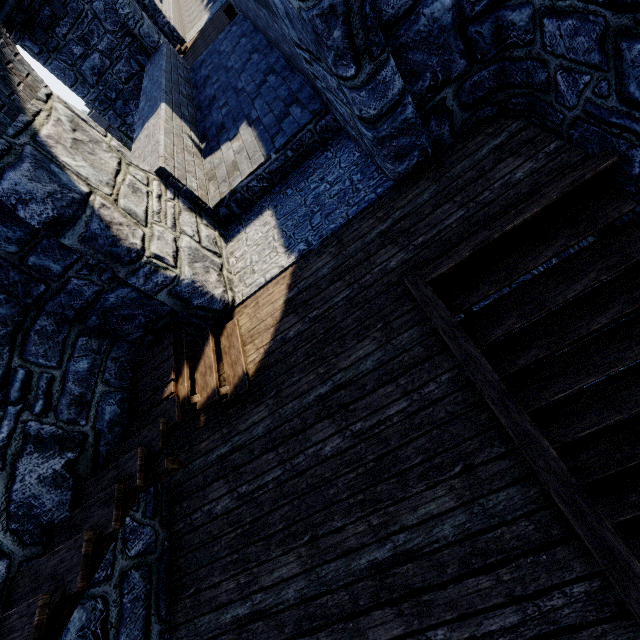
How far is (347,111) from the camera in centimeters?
381cm
